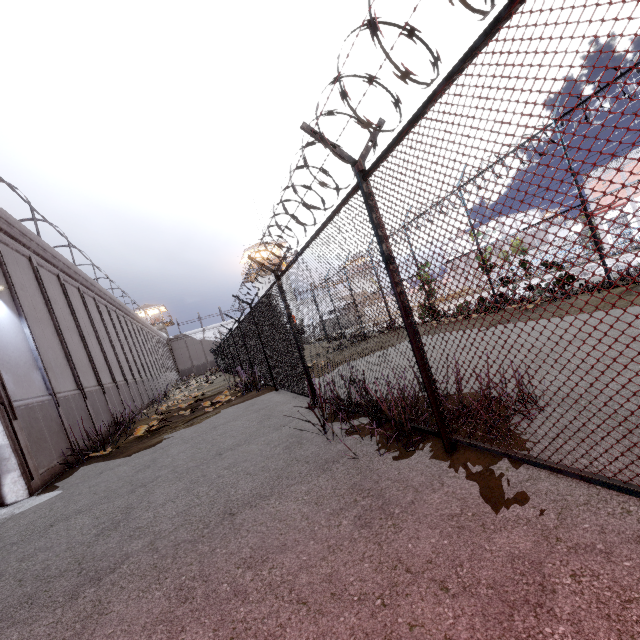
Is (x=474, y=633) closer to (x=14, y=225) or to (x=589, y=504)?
(x=589, y=504)

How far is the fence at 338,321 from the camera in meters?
4.7 m

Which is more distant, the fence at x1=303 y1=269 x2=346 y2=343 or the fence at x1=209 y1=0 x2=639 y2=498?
the fence at x1=303 y1=269 x2=346 y2=343

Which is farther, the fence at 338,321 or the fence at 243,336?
the fence at 338,321

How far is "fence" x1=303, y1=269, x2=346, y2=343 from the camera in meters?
4.7
